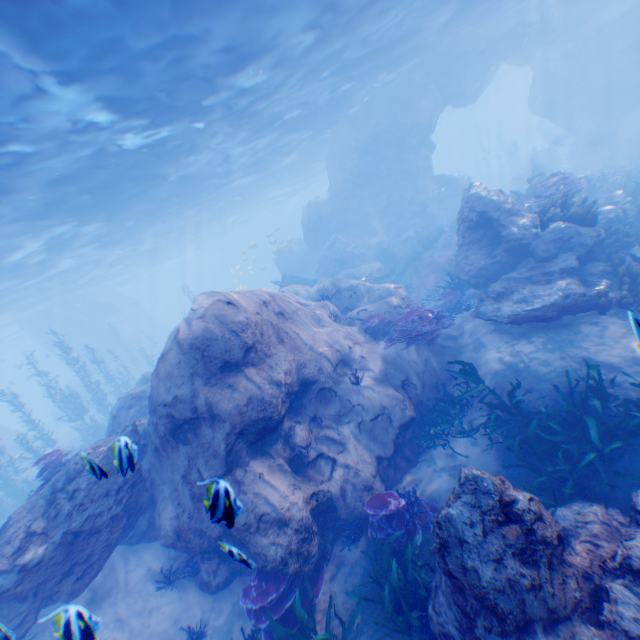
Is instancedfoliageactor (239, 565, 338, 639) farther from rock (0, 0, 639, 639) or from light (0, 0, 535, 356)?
light (0, 0, 535, 356)

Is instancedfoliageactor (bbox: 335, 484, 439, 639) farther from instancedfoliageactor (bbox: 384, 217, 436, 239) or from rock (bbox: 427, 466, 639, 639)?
instancedfoliageactor (bbox: 384, 217, 436, 239)

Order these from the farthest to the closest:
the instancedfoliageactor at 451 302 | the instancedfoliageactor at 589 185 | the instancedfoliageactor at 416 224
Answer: the instancedfoliageactor at 416 224 → the instancedfoliageactor at 451 302 → the instancedfoliageactor at 589 185

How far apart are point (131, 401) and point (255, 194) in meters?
29.7 m

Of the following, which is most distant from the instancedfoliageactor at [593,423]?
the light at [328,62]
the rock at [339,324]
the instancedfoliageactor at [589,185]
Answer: the light at [328,62]

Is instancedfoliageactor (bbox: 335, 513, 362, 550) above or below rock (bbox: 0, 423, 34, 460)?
below

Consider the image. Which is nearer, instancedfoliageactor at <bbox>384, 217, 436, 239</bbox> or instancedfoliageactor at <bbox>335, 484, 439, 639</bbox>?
instancedfoliageactor at <bbox>335, 484, 439, 639</bbox>

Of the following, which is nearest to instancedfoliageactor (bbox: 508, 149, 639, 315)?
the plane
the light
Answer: the plane
